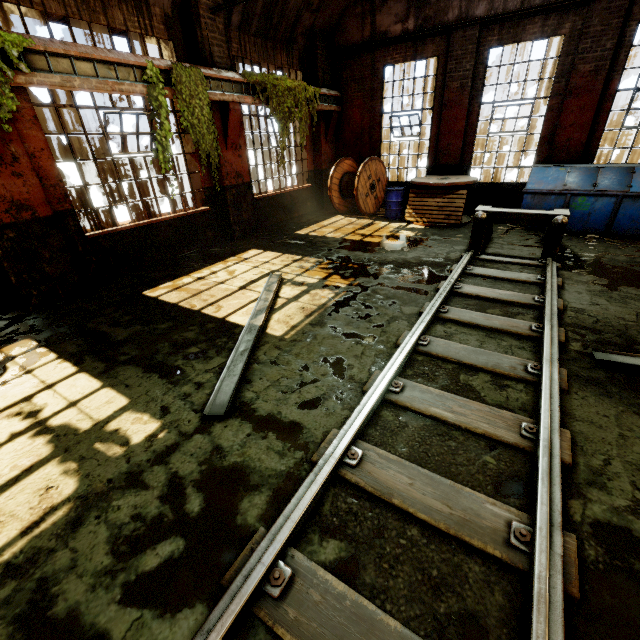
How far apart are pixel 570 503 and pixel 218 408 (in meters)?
3.04

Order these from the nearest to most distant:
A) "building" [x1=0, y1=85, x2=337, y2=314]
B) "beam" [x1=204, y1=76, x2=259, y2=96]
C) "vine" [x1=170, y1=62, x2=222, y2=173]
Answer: "building" [x1=0, y1=85, x2=337, y2=314]
"vine" [x1=170, y1=62, x2=222, y2=173]
"beam" [x1=204, y1=76, x2=259, y2=96]

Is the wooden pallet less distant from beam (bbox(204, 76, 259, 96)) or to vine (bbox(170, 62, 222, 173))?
beam (bbox(204, 76, 259, 96))

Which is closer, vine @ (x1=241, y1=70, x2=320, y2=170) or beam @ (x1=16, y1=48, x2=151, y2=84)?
beam @ (x1=16, y1=48, x2=151, y2=84)

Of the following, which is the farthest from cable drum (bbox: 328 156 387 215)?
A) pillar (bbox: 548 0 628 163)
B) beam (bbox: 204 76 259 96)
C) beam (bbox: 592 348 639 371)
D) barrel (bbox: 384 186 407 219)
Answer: beam (bbox: 592 348 639 371)

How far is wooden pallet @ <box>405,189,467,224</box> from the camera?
9.30m

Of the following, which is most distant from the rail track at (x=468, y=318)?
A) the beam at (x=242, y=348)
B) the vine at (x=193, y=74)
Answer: the vine at (x=193, y=74)

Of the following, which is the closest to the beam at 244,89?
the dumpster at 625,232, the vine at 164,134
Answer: the vine at 164,134
